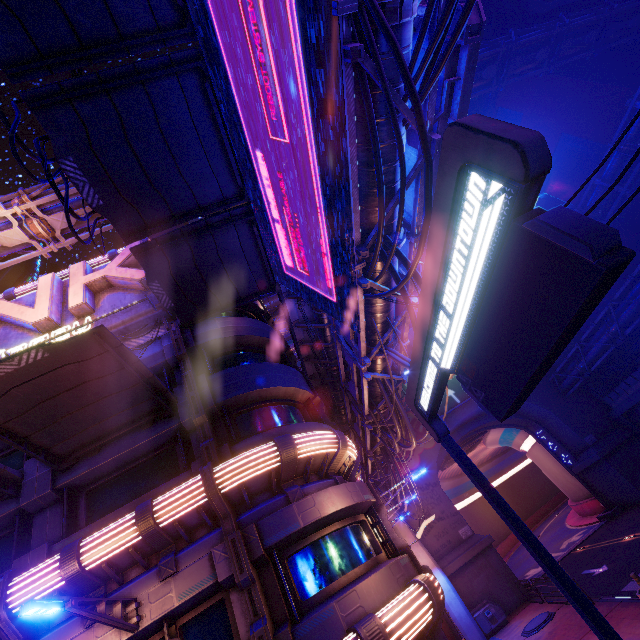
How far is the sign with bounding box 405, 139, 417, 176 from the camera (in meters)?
8.66

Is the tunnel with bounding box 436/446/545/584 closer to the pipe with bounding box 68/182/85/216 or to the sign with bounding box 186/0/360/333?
the pipe with bounding box 68/182/85/216

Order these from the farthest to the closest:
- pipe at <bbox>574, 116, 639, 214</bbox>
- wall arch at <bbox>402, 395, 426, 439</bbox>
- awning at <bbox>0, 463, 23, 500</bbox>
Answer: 1. wall arch at <bbox>402, 395, 426, 439</bbox>
2. pipe at <bbox>574, 116, 639, 214</bbox>
3. awning at <bbox>0, 463, 23, 500</bbox>

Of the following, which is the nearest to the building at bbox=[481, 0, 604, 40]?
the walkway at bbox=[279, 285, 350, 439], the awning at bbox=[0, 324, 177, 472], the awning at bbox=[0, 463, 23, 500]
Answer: the walkway at bbox=[279, 285, 350, 439]

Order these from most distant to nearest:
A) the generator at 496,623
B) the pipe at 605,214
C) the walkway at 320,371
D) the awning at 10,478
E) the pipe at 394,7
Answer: the pipe at 605,214
the generator at 496,623
the walkway at 320,371
the awning at 10,478
the pipe at 394,7

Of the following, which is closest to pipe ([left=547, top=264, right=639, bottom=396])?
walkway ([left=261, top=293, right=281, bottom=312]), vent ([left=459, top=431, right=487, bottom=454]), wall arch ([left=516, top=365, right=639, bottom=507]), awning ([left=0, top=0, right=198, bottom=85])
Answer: wall arch ([left=516, top=365, right=639, bottom=507])

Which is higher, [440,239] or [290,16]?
[290,16]

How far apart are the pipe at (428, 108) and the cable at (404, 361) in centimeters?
0cm
